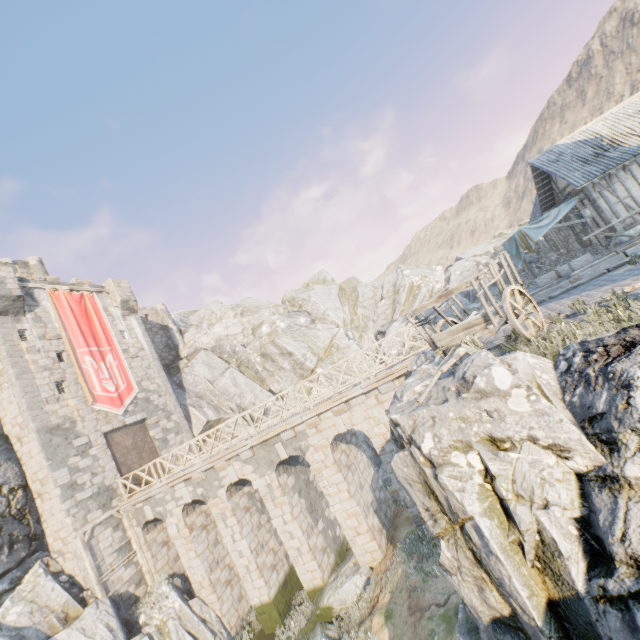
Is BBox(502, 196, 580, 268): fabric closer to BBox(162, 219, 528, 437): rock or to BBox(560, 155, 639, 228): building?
BBox(560, 155, 639, 228): building

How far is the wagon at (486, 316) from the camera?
5.7 meters

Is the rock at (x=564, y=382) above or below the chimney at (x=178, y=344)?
below

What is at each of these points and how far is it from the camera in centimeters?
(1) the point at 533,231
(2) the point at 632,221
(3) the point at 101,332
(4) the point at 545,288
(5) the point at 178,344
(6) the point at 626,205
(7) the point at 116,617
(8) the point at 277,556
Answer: (1) fabric, 1739cm
(2) building, 1571cm
(3) flag, 2153cm
(4) stone blocks, 1340cm
(5) chimney, 3120cm
(6) building, 1577cm
(7) rock, 1398cm
(8) bridge support, 1636cm

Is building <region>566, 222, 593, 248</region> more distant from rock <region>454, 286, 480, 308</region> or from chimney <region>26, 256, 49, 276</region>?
chimney <region>26, 256, 49, 276</region>

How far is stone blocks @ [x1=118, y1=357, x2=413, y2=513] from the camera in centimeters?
1275cm

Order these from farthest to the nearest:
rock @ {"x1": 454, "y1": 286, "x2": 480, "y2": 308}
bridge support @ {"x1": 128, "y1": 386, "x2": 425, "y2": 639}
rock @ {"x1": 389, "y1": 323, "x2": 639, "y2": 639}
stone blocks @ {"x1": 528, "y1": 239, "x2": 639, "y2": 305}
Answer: rock @ {"x1": 454, "y1": 286, "x2": 480, "y2": 308}, bridge support @ {"x1": 128, "y1": 386, "x2": 425, "y2": 639}, stone blocks @ {"x1": 528, "y1": 239, "x2": 639, "y2": 305}, rock @ {"x1": 389, "y1": 323, "x2": 639, "y2": 639}

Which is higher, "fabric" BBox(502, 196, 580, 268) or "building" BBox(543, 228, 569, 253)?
"fabric" BBox(502, 196, 580, 268)
